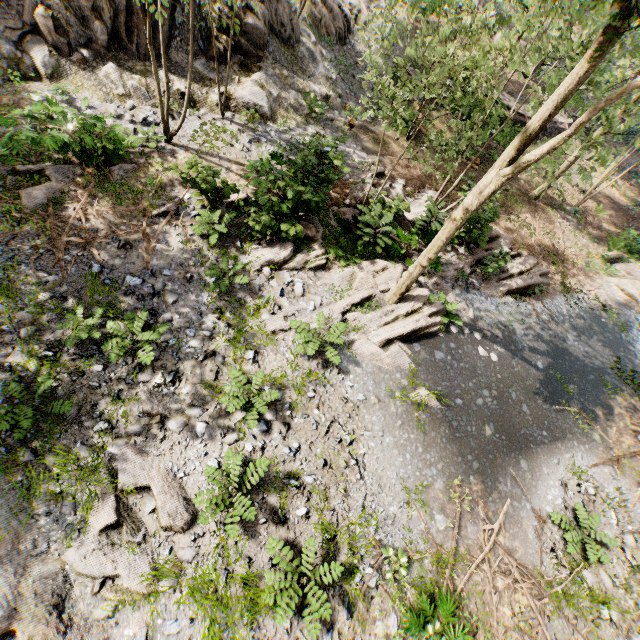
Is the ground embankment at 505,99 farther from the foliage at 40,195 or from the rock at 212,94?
the rock at 212,94

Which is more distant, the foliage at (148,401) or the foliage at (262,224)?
the foliage at (262,224)

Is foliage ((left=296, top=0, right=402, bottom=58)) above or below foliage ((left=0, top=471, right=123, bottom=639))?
above

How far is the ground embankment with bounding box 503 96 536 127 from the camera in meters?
19.1

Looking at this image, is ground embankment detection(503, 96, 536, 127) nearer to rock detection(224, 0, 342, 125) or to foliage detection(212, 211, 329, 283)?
foliage detection(212, 211, 329, 283)

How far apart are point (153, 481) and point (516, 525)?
9.0 meters
